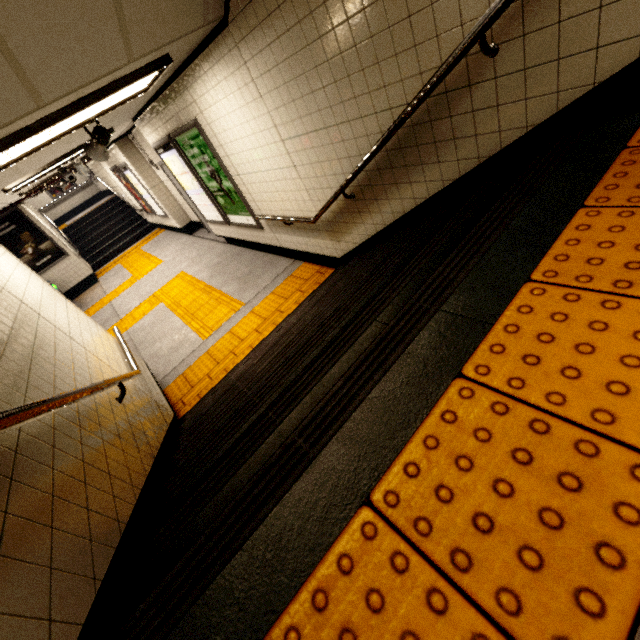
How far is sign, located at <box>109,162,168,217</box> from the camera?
9.4 meters

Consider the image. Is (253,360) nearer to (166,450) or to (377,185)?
(166,450)

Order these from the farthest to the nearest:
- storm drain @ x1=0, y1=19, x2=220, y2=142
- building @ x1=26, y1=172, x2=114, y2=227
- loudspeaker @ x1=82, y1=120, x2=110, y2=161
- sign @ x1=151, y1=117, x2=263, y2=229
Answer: building @ x1=26, y1=172, x2=114, y2=227
sign @ x1=151, y1=117, x2=263, y2=229
loudspeaker @ x1=82, y1=120, x2=110, y2=161
storm drain @ x1=0, y1=19, x2=220, y2=142

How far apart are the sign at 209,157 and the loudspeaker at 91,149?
1.1 meters

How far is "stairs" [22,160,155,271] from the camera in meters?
12.7 m

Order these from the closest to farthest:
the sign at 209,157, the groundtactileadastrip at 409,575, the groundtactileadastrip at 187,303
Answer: the groundtactileadastrip at 409,575
the sign at 209,157
the groundtactileadastrip at 187,303

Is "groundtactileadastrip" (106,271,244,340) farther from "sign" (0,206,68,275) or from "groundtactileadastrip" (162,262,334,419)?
"sign" (0,206,68,275)

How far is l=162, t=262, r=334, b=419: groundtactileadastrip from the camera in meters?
4.3
